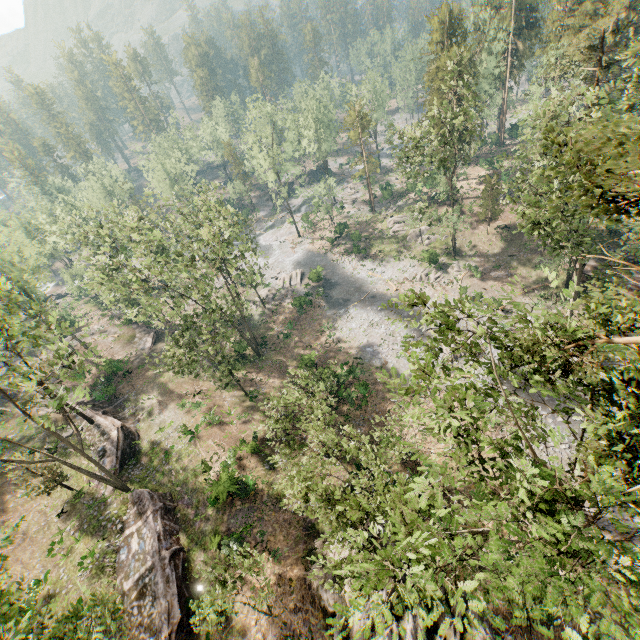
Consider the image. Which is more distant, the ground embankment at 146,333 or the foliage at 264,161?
the foliage at 264,161

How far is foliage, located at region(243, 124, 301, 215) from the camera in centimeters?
4955cm

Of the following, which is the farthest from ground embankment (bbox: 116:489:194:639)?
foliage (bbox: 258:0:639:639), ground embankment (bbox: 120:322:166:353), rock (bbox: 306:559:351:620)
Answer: ground embankment (bbox: 120:322:166:353)

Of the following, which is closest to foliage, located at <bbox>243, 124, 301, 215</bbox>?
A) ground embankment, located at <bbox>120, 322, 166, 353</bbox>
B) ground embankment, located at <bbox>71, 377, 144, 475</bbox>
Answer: ground embankment, located at <bbox>120, 322, 166, 353</bbox>

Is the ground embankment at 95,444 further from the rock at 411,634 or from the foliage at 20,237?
the rock at 411,634

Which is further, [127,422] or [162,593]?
[127,422]

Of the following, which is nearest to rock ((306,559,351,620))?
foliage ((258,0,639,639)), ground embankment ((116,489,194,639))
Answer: ground embankment ((116,489,194,639))
